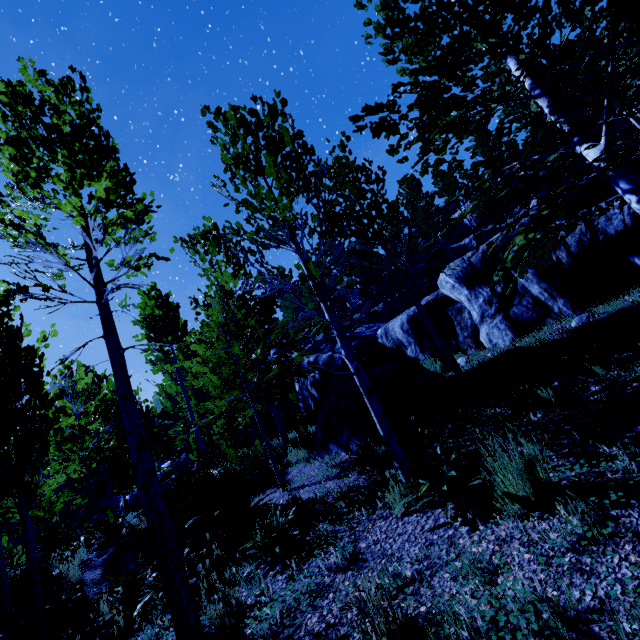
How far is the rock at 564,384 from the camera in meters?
4.7 m

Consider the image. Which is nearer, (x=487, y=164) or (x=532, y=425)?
(x=532, y=425)

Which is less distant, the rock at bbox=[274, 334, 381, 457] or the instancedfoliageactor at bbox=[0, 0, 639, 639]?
the instancedfoliageactor at bbox=[0, 0, 639, 639]

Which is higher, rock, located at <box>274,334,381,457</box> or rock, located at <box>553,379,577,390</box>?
rock, located at <box>274,334,381,457</box>

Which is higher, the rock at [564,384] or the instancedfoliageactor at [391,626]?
the rock at [564,384]

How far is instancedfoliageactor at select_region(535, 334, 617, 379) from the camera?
4.4 meters

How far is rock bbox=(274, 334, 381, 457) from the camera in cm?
721

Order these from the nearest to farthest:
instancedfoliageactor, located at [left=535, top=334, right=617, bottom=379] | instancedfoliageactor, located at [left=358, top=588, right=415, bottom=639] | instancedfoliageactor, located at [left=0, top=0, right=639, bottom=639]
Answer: instancedfoliageactor, located at [left=358, top=588, right=415, bottom=639] < instancedfoliageactor, located at [left=0, top=0, right=639, bottom=639] < instancedfoliageactor, located at [left=535, top=334, right=617, bottom=379]
